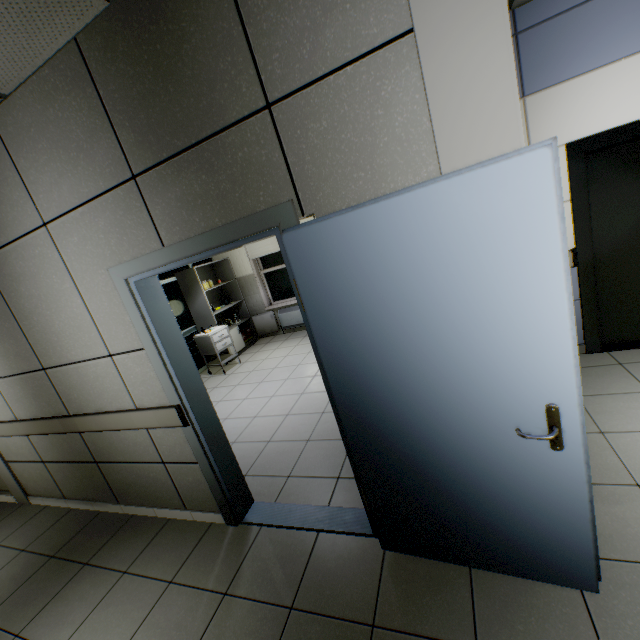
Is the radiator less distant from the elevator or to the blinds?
the blinds

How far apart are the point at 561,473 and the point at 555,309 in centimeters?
76cm

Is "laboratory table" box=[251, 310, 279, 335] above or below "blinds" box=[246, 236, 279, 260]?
below

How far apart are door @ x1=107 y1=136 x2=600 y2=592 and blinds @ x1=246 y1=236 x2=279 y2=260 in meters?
4.8 m

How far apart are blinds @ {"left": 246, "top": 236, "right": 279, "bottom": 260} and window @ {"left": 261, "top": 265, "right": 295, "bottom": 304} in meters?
0.4 m

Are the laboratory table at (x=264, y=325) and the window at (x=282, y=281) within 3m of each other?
yes

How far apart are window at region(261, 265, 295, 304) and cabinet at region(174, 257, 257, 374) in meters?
0.6

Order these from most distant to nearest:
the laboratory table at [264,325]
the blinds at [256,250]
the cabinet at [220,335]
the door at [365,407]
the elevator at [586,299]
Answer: the laboratory table at [264,325] → the blinds at [256,250] → the cabinet at [220,335] → the elevator at [586,299] → the door at [365,407]
